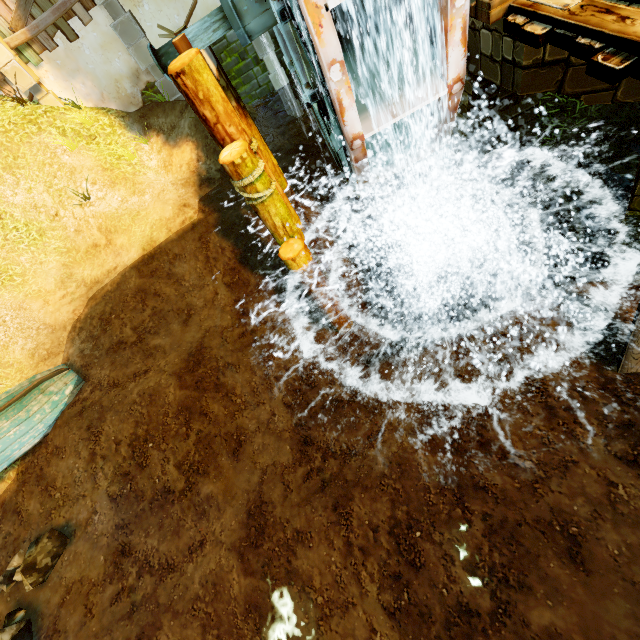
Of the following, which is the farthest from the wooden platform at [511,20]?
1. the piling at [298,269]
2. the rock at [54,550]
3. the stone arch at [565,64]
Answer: the rock at [54,550]

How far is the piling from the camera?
4.5m

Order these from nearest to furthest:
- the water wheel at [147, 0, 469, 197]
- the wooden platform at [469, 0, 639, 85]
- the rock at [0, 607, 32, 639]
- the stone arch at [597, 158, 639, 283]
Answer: the wooden platform at [469, 0, 639, 85]
the water wheel at [147, 0, 469, 197]
the stone arch at [597, 158, 639, 283]
the rock at [0, 607, 32, 639]

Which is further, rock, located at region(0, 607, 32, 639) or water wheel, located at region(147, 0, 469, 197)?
rock, located at region(0, 607, 32, 639)

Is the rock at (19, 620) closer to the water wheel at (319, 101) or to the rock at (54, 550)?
the rock at (54, 550)

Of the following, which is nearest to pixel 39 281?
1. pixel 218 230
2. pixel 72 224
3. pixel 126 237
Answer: pixel 72 224

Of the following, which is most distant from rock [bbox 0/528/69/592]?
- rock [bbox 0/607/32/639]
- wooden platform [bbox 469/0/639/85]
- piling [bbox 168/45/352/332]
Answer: wooden platform [bbox 469/0/639/85]

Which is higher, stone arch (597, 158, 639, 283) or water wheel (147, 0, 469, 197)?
water wheel (147, 0, 469, 197)
